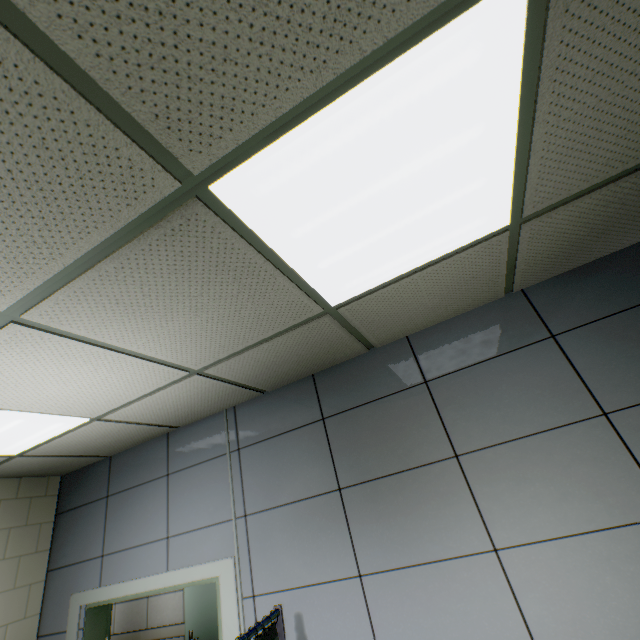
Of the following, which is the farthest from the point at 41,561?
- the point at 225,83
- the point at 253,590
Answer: the point at 225,83
